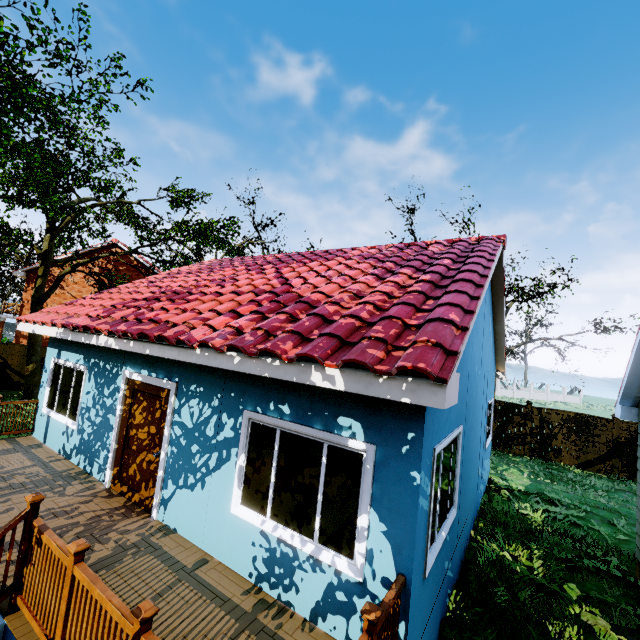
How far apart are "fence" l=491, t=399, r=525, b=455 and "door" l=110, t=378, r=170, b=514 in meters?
15.0 m

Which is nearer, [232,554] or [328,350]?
[328,350]

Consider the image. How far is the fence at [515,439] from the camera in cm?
1509

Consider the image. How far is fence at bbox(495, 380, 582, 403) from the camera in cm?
5026

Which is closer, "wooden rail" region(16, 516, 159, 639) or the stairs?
"wooden rail" region(16, 516, 159, 639)

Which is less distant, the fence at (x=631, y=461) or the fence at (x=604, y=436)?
the fence at (x=631, y=461)

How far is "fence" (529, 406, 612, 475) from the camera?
Answer: 13.51m
